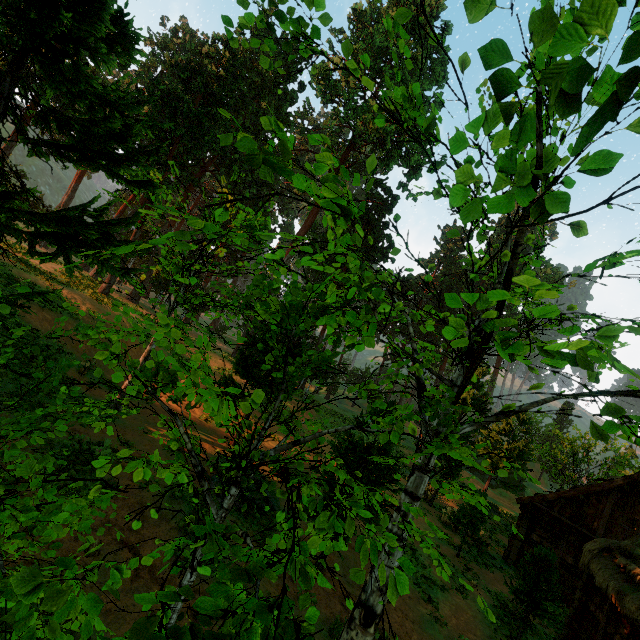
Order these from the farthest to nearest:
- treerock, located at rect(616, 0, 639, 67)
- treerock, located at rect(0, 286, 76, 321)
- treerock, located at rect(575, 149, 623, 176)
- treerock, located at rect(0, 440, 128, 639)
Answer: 1. treerock, located at rect(0, 286, 76, 321)
2. treerock, located at rect(575, 149, 623, 176)
3. treerock, located at rect(616, 0, 639, 67)
4. treerock, located at rect(0, 440, 128, 639)

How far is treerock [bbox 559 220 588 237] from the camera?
3.4 meters

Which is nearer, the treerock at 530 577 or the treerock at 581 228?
the treerock at 581 228

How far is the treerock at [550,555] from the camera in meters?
11.5 m

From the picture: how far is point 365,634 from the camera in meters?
5.9

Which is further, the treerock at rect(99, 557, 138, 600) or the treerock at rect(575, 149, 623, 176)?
the treerock at rect(575, 149, 623, 176)
